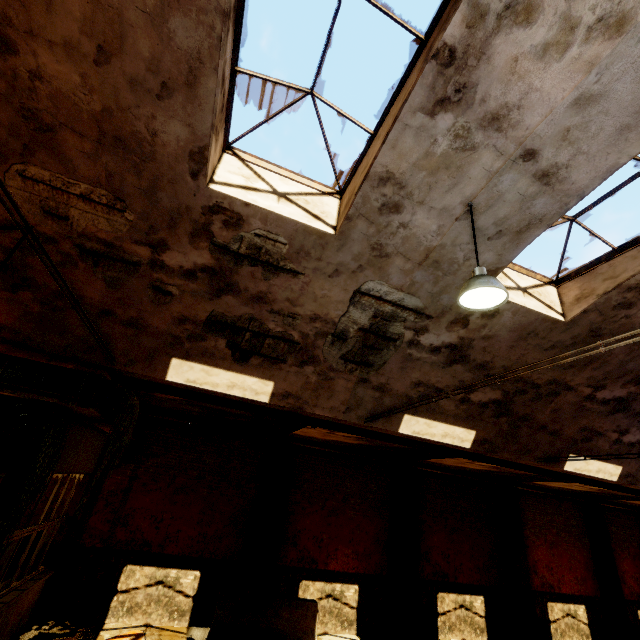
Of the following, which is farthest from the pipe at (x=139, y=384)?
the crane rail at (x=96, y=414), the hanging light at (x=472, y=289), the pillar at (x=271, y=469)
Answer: the hanging light at (x=472, y=289)

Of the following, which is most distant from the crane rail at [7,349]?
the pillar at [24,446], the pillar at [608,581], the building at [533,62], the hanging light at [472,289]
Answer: the pillar at [608,581]

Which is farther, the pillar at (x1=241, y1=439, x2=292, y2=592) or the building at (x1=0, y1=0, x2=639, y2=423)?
the pillar at (x1=241, y1=439, x2=292, y2=592)

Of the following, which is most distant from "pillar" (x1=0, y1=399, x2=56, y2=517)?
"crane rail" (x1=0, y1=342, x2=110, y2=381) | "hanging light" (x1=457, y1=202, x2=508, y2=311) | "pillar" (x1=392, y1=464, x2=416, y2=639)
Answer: "pillar" (x1=392, y1=464, x2=416, y2=639)

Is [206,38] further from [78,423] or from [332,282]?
[78,423]

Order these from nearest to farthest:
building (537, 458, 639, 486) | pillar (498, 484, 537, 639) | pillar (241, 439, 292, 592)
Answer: building (537, 458, 639, 486) → pillar (241, 439, 292, 592) → pillar (498, 484, 537, 639)

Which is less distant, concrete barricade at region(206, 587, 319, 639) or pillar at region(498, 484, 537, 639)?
concrete barricade at region(206, 587, 319, 639)

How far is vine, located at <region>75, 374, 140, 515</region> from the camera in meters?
6.0 m
